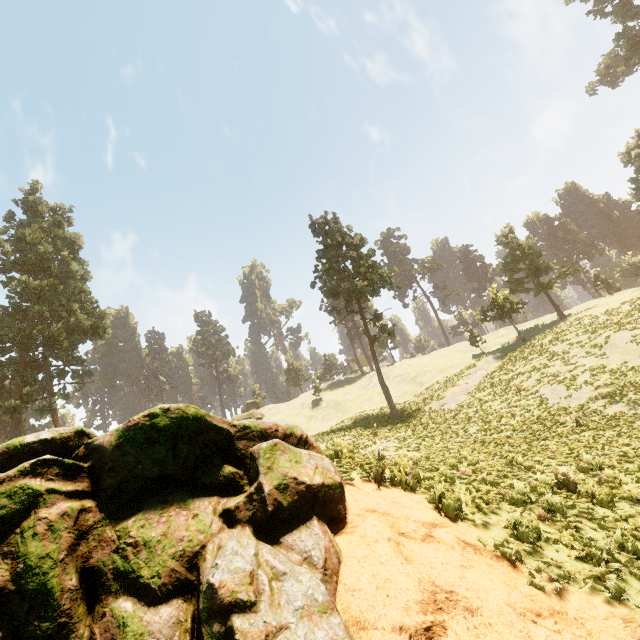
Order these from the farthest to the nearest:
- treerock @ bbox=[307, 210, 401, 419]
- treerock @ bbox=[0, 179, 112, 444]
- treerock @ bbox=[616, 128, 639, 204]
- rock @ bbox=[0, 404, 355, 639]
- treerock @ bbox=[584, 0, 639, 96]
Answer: treerock @ bbox=[584, 0, 639, 96] → treerock @ bbox=[616, 128, 639, 204] → treerock @ bbox=[0, 179, 112, 444] → treerock @ bbox=[307, 210, 401, 419] → rock @ bbox=[0, 404, 355, 639]

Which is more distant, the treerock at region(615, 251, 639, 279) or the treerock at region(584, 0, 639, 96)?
the treerock at region(615, 251, 639, 279)

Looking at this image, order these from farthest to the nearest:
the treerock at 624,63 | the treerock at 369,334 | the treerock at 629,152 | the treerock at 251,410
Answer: the treerock at 251,410
the treerock at 624,63
the treerock at 629,152
the treerock at 369,334

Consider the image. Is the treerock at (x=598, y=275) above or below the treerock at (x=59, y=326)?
below

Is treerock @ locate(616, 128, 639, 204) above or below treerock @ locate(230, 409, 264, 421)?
above

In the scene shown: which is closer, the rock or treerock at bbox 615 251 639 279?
the rock

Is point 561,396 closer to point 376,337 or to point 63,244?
point 376,337
